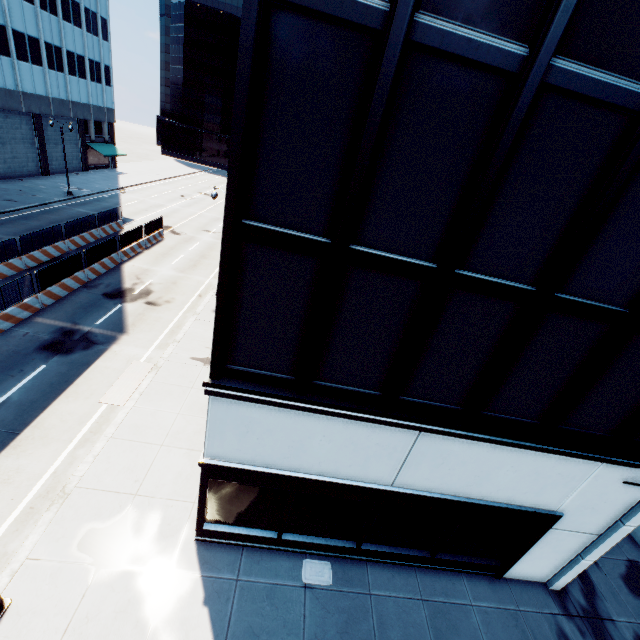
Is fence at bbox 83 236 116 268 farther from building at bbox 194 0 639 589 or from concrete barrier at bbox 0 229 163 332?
building at bbox 194 0 639 589

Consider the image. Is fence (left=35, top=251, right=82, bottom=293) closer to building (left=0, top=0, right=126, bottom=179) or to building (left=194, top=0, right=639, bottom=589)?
building (left=194, top=0, right=639, bottom=589)

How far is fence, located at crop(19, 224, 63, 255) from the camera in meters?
20.9

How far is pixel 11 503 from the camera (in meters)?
9.69

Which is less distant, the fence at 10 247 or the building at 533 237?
the building at 533 237

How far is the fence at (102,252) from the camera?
21.3 meters

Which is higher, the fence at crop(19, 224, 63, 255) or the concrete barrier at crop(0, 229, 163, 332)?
the fence at crop(19, 224, 63, 255)

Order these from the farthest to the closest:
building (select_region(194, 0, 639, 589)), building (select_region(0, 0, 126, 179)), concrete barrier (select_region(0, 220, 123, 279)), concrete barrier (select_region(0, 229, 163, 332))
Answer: building (select_region(0, 0, 126, 179)) → concrete barrier (select_region(0, 220, 123, 279)) → concrete barrier (select_region(0, 229, 163, 332)) → building (select_region(194, 0, 639, 589))
